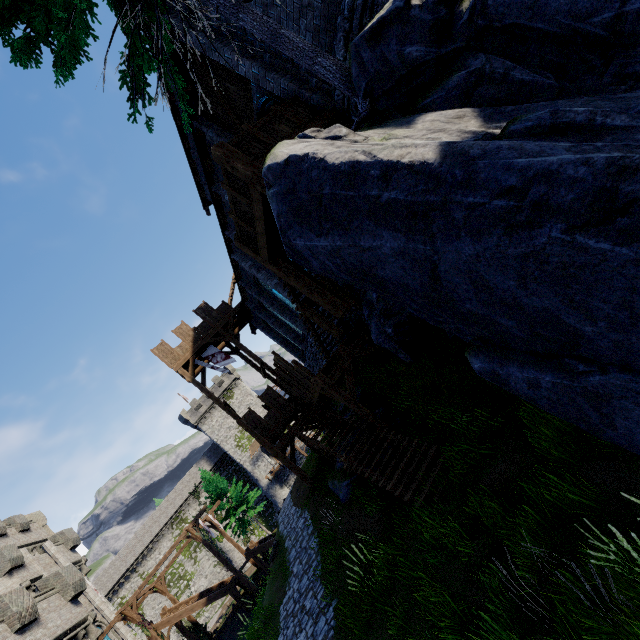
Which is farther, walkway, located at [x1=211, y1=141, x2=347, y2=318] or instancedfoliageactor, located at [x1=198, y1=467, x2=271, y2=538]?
instancedfoliageactor, located at [x1=198, y1=467, x2=271, y2=538]

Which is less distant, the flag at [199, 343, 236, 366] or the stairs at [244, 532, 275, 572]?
the flag at [199, 343, 236, 366]

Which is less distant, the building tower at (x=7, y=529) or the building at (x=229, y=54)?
the building at (x=229, y=54)

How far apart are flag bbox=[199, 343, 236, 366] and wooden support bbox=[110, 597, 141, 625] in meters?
17.4

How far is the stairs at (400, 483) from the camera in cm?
905

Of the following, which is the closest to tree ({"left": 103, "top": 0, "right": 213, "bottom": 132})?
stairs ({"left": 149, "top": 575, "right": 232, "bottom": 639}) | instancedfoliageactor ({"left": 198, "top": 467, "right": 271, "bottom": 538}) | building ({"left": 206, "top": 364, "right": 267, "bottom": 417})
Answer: stairs ({"left": 149, "top": 575, "right": 232, "bottom": 639})

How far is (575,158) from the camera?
1.82m

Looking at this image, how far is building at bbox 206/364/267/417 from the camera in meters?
54.0 m
